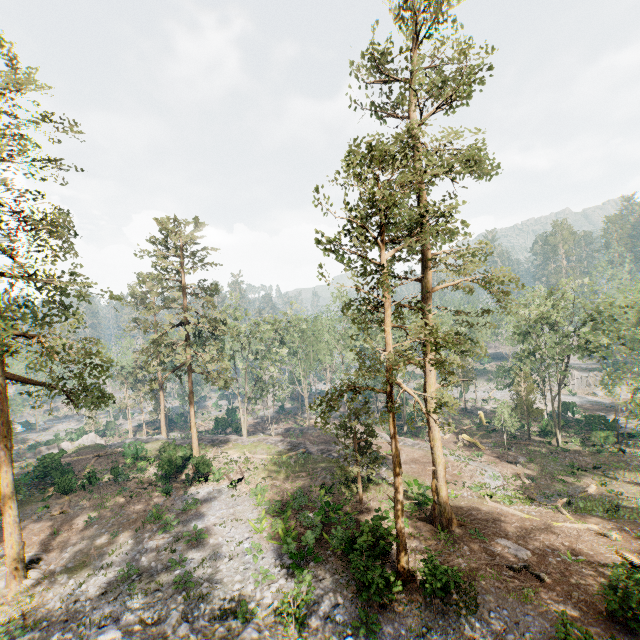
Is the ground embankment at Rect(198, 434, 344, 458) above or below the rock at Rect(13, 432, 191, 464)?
above

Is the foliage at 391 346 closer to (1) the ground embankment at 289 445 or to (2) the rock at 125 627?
(2) the rock at 125 627

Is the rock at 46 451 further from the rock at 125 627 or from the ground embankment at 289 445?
the rock at 125 627

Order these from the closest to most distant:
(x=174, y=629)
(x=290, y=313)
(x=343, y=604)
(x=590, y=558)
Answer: (x=174, y=629)
(x=343, y=604)
(x=590, y=558)
(x=290, y=313)

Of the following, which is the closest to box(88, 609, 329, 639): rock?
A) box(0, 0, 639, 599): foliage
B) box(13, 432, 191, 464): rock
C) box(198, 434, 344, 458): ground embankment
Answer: box(0, 0, 639, 599): foliage

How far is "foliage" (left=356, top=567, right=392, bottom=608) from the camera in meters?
13.5

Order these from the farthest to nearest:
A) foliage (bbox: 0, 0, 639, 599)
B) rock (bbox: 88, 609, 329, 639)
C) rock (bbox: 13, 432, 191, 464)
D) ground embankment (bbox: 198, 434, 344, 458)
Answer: rock (bbox: 13, 432, 191, 464) → ground embankment (bbox: 198, 434, 344, 458) → foliage (bbox: 0, 0, 639, 599) → rock (bbox: 88, 609, 329, 639)

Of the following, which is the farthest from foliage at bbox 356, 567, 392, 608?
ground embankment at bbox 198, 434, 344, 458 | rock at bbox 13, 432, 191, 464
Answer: ground embankment at bbox 198, 434, 344, 458
